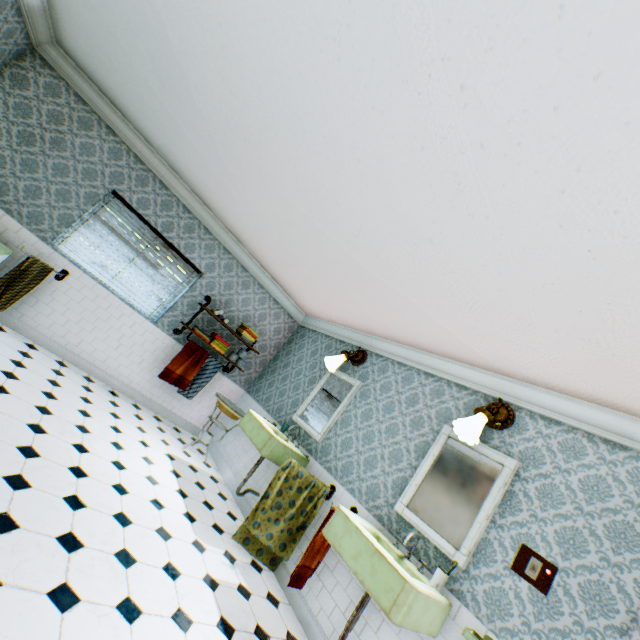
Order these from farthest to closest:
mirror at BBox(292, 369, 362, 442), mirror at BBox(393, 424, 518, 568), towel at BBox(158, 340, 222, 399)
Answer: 1. towel at BBox(158, 340, 222, 399)
2. mirror at BBox(292, 369, 362, 442)
3. mirror at BBox(393, 424, 518, 568)

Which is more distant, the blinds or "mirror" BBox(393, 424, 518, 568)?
the blinds

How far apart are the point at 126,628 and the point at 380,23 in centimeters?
353cm

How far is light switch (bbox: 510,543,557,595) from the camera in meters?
2.4

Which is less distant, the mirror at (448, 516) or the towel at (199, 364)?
the mirror at (448, 516)

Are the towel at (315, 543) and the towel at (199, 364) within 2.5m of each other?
no

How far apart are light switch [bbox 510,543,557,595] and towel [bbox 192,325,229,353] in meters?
4.8

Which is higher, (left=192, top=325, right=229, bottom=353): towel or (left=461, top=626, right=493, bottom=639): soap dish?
(left=192, top=325, right=229, bottom=353): towel
